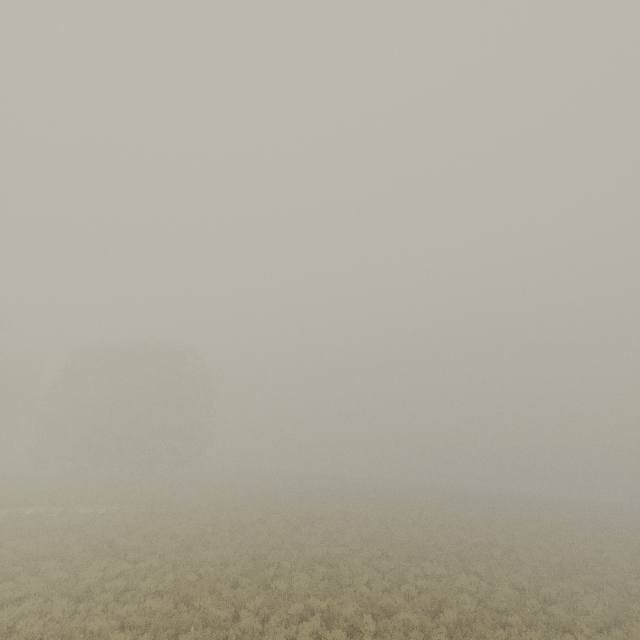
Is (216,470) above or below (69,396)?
below
